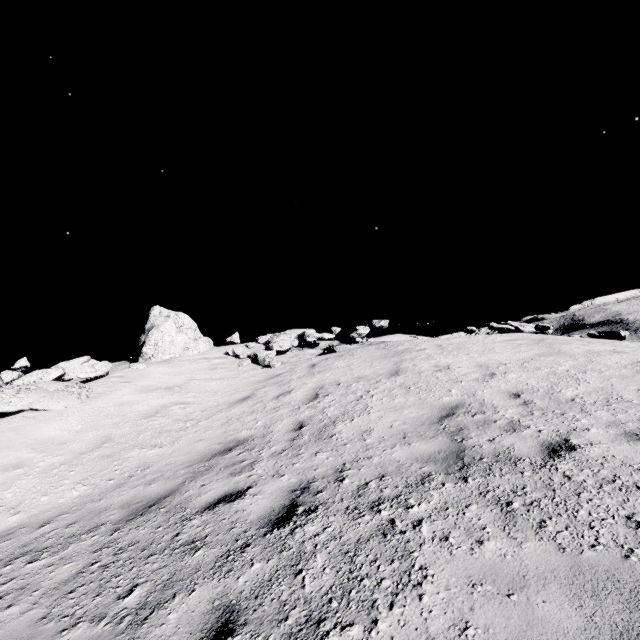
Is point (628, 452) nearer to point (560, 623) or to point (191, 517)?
point (560, 623)

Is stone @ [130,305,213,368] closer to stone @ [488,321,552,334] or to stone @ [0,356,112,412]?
stone @ [0,356,112,412]

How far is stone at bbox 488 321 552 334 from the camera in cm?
1110

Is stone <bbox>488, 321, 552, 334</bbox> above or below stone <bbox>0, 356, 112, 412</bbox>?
below

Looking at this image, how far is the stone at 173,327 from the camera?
13.32m

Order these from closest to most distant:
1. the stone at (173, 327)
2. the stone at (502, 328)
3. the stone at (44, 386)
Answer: the stone at (44, 386), the stone at (502, 328), the stone at (173, 327)

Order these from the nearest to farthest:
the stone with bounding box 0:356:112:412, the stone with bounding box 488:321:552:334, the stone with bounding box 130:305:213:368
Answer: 1. the stone with bounding box 0:356:112:412
2. the stone with bounding box 488:321:552:334
3. the stone with bounding box 130:305:213:368
